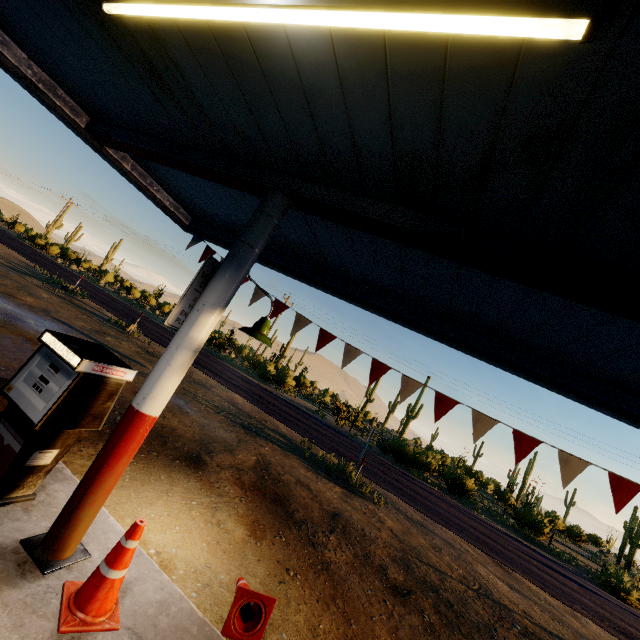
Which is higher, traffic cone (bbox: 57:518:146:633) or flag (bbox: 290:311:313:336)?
flag (bbox: 290:311:313:336)

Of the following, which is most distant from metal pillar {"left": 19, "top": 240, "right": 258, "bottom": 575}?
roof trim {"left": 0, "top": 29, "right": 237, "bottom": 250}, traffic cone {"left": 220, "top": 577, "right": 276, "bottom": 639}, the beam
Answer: roof trim {"left": 0, "top": 29, "right": 237, "bottom": 250}

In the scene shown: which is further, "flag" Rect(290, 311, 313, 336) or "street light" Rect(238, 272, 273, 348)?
"flag" Rect(290, 311, 313, 336)

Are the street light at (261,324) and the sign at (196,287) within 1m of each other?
yes

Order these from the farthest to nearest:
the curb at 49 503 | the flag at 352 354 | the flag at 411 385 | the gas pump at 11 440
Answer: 1. the flag at 352 354
2. the flag at 411 385
3. the gas pump at 11 440
4. the curb at 49 503

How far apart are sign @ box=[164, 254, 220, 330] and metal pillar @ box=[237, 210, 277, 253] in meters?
0.0 m

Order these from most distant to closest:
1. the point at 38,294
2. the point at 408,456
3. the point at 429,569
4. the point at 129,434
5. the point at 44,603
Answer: the point at 408,456
the point at 38,294
the point at 429,569
the point at 129,434
the point at 44,603

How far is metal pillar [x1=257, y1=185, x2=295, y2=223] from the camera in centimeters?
329cm
